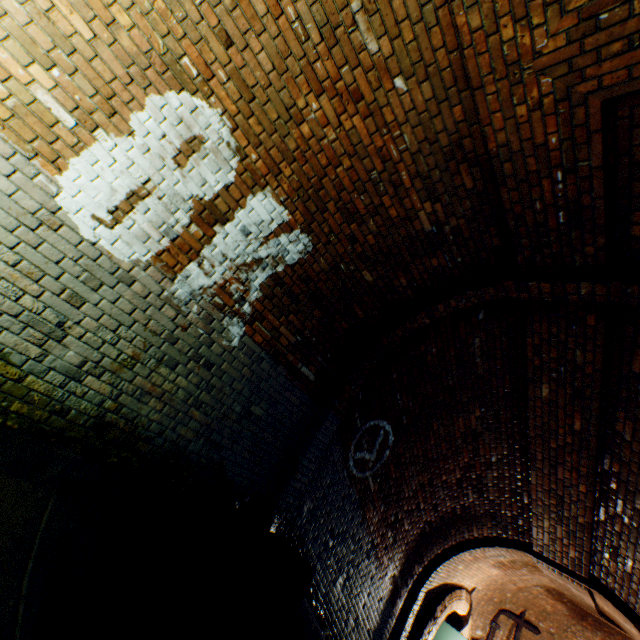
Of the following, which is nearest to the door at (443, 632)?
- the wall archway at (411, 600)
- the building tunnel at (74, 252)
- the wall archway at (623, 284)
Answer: the building tunnel at (74, 252)

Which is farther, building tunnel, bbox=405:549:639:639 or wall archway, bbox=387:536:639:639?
building tunnel, bbox=405:549:639:639

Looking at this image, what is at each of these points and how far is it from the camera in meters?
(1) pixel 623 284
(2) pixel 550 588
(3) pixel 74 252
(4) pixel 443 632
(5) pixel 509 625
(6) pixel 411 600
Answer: (1) wall archway, 3.2 m
(2) building tunnel, 10.0 m
(3) building tunnel, 2.5 m
(4) door, 8.3 m
(5) building tunnel, 10.8 m
(6) wall archway, 6.6 m

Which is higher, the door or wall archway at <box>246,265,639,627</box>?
wall archway at <box>246,265,639,627</box>

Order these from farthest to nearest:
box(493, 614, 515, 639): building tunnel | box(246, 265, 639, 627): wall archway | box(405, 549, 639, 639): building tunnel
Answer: box(493, 614, 515, 639): building tunnel → box(405, 549, 639, 639): building tunnel → box(246, 265, 639, 627): wall archway

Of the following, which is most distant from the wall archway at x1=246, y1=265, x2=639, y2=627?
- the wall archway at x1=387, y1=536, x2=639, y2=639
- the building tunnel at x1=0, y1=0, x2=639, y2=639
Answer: the wall archway at x1=387, y1=536, x2=639, y2=639

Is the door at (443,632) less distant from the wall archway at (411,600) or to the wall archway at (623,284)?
the wall archway at (411,600)

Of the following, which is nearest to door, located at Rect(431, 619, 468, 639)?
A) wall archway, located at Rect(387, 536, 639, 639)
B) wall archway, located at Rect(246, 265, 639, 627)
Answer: wall archway, located at Rect(387, 536, 639, 639)
